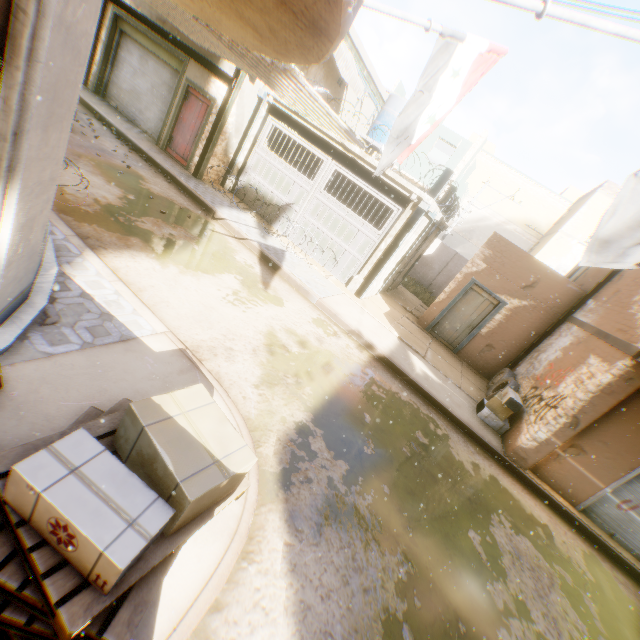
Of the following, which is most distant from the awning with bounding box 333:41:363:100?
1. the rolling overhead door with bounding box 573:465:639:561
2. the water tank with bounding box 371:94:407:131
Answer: the rolling overhead door with bounding box 573:465:639:561

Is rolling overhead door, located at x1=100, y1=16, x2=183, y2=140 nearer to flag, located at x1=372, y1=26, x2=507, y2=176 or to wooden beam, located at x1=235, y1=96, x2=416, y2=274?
wooden beam, located at x1=235, y1=96, x2=416, y2=274

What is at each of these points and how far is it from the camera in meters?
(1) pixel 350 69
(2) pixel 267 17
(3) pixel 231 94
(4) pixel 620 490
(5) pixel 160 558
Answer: (1) awning, 11.6 m
(2) building, 2.2 m
(3) wooden beam, 10.2 m
(4) rolling overhead door, 6.8 m
(5) wooden pallet, 1.8 m

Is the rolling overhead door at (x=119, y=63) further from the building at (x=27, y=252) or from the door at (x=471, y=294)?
the door at (x=471, y=294)

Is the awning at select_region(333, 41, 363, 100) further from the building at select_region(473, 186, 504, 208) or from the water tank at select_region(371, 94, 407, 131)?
the water tank at select_region(371, 94, 407, 131)

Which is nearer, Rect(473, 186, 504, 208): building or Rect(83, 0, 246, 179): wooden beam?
Rect(83, 0, 246, 179): wooden beam

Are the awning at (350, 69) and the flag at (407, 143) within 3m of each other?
no

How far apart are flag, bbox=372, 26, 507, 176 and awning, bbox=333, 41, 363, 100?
7.45m
